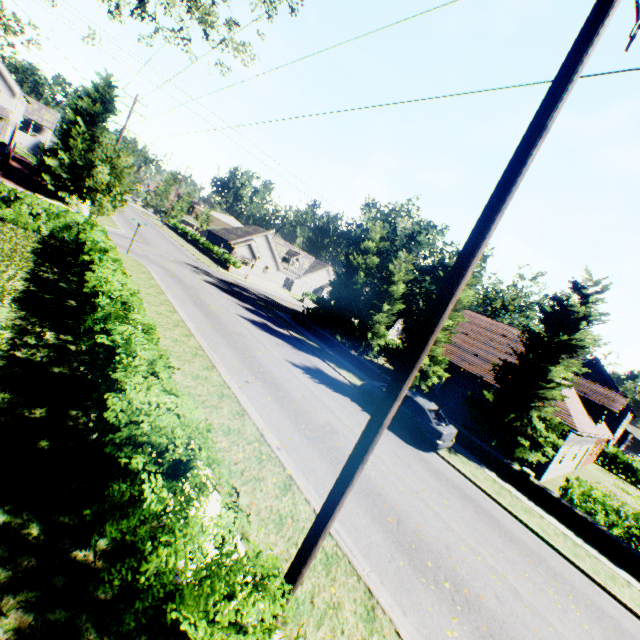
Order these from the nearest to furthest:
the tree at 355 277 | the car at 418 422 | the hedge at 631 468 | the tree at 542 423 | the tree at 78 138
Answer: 1. the car at 418 422
2. the tree at 542 423
3. the tree at 78 138
4. the tree at 355 277
5. the hedge at 631 468

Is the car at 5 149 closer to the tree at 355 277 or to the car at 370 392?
the tree at 355 277

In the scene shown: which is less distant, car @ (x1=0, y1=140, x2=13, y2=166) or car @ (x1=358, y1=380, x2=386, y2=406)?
car @ (x1=358, y1=380, x2=386, y2=406)

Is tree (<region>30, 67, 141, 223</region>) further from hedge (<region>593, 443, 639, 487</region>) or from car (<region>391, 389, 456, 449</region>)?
car (<region>391, 389, 456, 449</region>)

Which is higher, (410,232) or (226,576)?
(410,232)

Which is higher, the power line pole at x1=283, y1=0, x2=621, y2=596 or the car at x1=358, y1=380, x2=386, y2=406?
the power line pole at x1=283, y1=0, x2=621, y2=596

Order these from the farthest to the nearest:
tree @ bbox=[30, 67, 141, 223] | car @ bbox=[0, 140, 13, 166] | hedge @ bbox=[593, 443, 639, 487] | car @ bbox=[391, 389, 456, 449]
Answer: hedge @ bbox=[593, 443, 639, 487]
car @ bbox=[0, 140, 13, 166]
tree @ bbox=[30, 67, 141, 223]
car @ bbox=[391, 389, 456, 449]

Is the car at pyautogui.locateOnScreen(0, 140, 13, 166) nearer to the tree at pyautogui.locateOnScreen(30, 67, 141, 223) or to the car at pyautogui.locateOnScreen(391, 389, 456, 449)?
the tree at pyautogui.locateOnScreen(30, 67, 141, 223)
